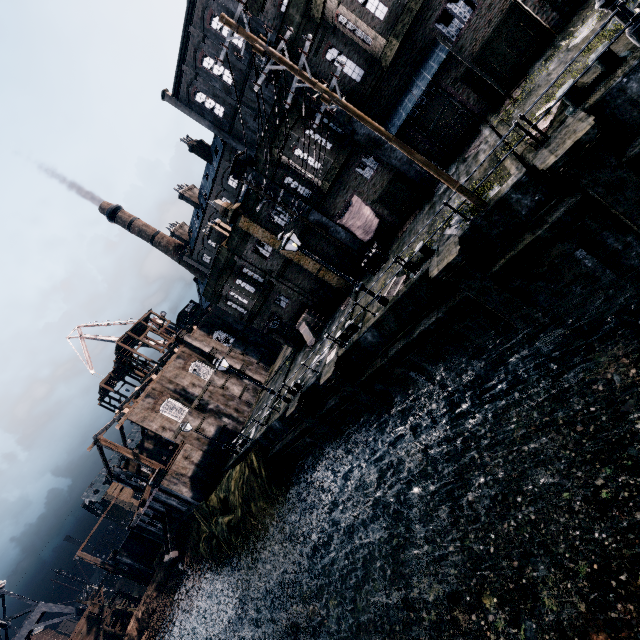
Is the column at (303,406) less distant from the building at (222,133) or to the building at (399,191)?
the building at (222,133)

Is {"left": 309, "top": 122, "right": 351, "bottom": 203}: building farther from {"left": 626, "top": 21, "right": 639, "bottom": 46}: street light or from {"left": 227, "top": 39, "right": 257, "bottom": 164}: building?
{"left": 626, "top": 21, "right": 639, "bottom": 46}: street light

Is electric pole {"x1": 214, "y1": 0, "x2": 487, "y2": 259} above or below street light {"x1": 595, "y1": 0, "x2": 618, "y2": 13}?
above

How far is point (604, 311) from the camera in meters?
11.7 m

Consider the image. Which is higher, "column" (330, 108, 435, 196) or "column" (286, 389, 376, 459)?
"column" (330, 108, 435, 196)

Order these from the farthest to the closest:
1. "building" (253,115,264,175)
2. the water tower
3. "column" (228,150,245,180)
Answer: the water tower, "column" (228,150,245,180), "building" (253,115,264,175)

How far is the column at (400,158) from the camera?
17.92m

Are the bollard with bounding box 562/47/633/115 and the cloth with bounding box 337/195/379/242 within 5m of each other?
no
